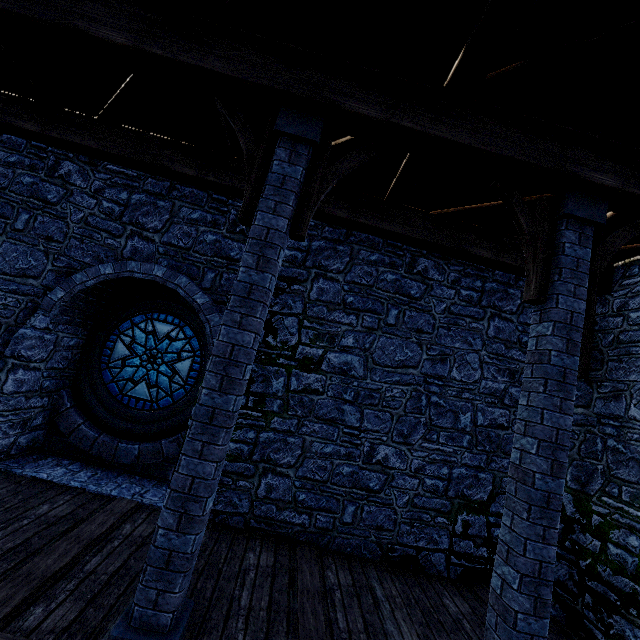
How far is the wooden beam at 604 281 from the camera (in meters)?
5.66

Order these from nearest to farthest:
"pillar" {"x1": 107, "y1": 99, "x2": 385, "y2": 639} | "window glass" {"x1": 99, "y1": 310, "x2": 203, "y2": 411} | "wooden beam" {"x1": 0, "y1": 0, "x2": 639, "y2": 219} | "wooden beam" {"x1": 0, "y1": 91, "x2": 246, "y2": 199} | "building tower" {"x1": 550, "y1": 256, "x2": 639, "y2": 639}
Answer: "pillar" {"x1": 107, "y1": 99, "x2": 385, "y2": 639} → "wooden beam" {"x1": 0, "y1": 0, "x2": 639, "y2": 219} → "building tower" {"x1": 550, "y1": 256, "x2": 639, "y2": 639} → "wooden beam" {"x1": 0, "y1": 91, "x2": 246, "y2": 199} → "window glass" {"x1": 99, "y1": 310, "x2": 203, "y2": 411}

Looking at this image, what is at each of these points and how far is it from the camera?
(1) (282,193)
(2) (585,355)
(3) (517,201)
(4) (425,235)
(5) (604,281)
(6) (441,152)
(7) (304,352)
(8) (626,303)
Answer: (1) pillar, 3.3m
(2) wooden support, 5.6m
(3) pillar, 3.7m
(4) wooden beam, 5.5m
(5) wooden beam, 5.7m
(6) wooden beam, 3.5m
(7) building tower, 5.9m
(8) building tower, 5.3m

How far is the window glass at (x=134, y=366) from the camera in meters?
6.6 m

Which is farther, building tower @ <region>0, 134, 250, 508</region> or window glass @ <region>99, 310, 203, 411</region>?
window glass @ <region>99, 310, 203, 411</region>

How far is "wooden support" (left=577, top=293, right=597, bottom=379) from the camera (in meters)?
5.53

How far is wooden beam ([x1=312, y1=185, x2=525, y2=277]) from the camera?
5.5m
